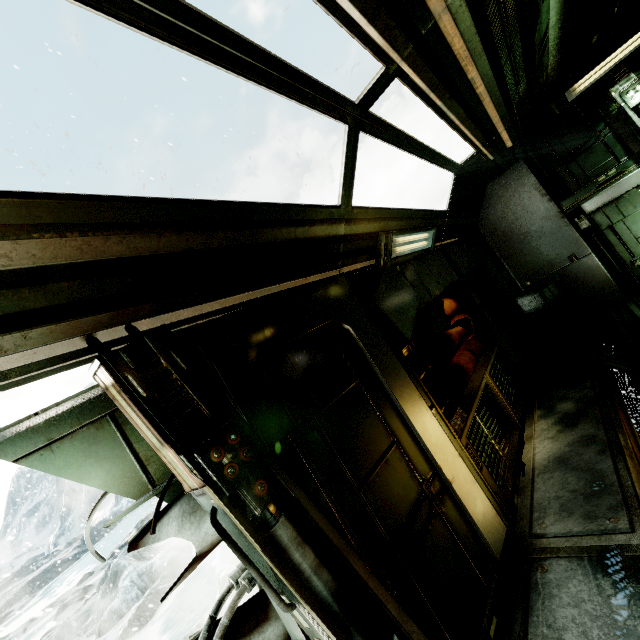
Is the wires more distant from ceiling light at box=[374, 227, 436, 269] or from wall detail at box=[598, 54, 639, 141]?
wall detail at box=[598, 54, 639, 141]

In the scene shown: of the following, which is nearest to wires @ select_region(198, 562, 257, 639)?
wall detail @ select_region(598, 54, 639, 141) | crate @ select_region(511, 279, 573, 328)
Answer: crate @ select_region(511, 279, 573, 328)

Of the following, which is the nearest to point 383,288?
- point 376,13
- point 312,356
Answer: point 312,356

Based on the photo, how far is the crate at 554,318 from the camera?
6.90m

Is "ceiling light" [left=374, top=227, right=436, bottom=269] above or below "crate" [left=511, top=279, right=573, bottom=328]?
above

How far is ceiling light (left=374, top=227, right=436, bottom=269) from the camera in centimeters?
345cm

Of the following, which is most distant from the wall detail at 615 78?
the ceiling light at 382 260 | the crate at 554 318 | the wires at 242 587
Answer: the wires at 242 587

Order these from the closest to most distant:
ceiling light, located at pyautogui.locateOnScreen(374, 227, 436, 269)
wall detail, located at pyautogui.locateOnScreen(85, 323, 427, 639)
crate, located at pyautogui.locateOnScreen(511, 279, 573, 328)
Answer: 1. wall detail, located at pyautogui.locateOnScreen(85, 323, 427, 639)
2. ceiling light, located at pyautogui.locateOnScreen(374, 227, 436, 269)
3. crate, located at pyautogui.locateOnScreen(511, 279, 573, 328)
